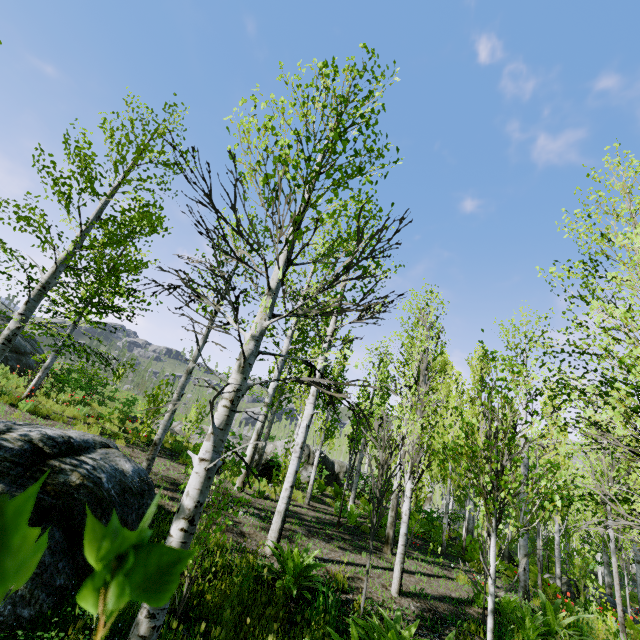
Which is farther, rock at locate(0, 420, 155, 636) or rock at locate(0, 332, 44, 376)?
rock at locate(0, 332, 44, 376)

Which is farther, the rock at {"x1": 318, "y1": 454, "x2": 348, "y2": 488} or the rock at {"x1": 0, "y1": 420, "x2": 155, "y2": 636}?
the rock at {"x1": 318, "y1": 454, "x2": 348, "y2": 488}

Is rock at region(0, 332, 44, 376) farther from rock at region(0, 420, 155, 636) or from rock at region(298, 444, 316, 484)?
rock at region(0, 420, 155, 636)

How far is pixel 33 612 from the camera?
3.0 meters

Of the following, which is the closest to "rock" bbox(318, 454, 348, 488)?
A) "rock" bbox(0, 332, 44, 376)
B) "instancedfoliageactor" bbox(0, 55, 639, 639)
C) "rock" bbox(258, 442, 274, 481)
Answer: "instancedfoliageactor" bbox(0, 55, 639, 639)

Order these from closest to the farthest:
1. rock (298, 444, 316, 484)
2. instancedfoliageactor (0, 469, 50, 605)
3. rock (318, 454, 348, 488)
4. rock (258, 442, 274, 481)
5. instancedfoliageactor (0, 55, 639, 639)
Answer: instancedfoliageactor (0, 469, 50, 605) < instancedfoliageactor (0, 55, 639, 639) < rock (258, 442, 274, 481) < rock (298, 444, 316, 484) < rock (318, 454, 348, 488)

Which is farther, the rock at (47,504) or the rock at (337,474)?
the rock at (337,474)

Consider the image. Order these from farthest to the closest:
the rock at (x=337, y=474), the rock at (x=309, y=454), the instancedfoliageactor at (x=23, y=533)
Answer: the rock at (x=337, y=474) → the rock at (x=309, y=454) → the instancedfoliageactor at (x=23, y=533)
